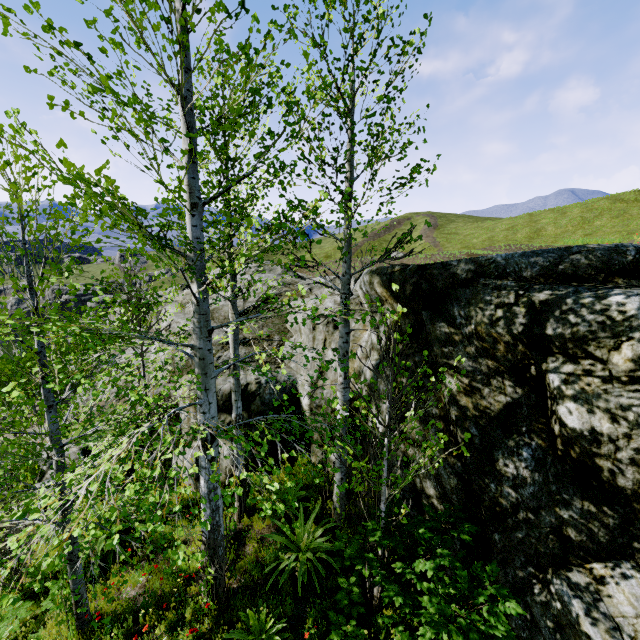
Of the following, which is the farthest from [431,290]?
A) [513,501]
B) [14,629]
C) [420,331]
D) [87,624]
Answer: [14,629]

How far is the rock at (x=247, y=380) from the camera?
8.81m

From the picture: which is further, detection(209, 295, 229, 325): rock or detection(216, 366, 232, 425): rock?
detection(209, 295, 229, 325): rock

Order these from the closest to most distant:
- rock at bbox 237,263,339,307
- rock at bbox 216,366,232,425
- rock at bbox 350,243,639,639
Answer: rock at bbox 350,243,639,639 → rock at bbox 216,366,232,425 → rock at bbox 237,263,339,307

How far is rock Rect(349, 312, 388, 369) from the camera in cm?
707

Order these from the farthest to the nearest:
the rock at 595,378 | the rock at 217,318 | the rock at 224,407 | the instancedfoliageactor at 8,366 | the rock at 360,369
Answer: the rock at 217,318
the rock at 224,407
the rock at 360,369
the rock at 595,378
the instancedfoliageactor at 8,366
